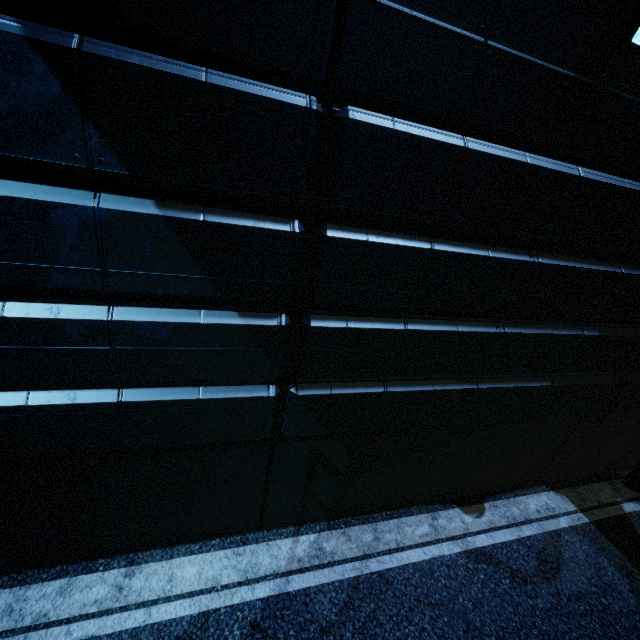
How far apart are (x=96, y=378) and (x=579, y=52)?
5.47m
